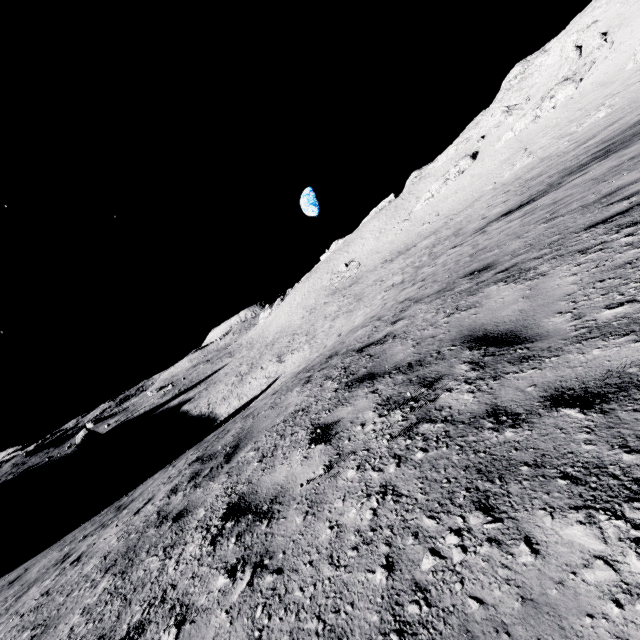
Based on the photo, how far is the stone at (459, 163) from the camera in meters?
53.8 m

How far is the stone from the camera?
53.8m

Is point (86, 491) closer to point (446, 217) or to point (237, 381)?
point (237, 381)
